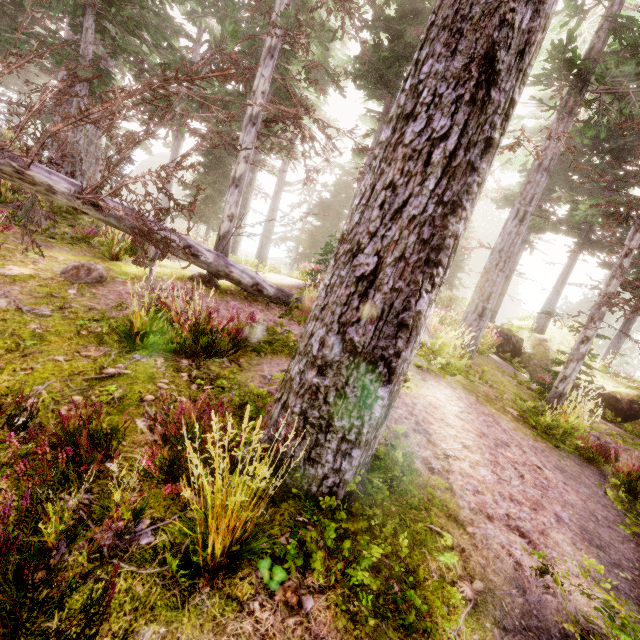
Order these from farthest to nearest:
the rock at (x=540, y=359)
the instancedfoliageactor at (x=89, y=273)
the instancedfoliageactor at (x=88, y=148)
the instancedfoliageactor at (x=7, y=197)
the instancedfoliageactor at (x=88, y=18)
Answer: the rock at (x=540, y=359)
the instancedfoliageactor at (x=88, y=148)
the instancedfoliageactor at (x=7, y=197)
the instancedfoliageactor at (x=89, y=273)
the instancedfoliageactor at (x=88, y=18)

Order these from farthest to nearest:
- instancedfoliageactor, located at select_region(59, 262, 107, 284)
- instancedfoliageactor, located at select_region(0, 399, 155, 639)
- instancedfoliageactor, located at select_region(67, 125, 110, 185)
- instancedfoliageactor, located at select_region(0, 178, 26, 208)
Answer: instancedfoliageactor, located at select_region(67, 125, 110, 185) → instancedfoliageactor, located at select_region(0, 178, 26, 208) → instancedfoliageactor, located at select_region(59, 262, 107, 284) → instancedfoliageactor, located at select_region(0, 399, 155, 639)

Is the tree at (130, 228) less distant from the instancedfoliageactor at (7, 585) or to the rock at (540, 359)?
the instancedfoliageactor at (7, 585)

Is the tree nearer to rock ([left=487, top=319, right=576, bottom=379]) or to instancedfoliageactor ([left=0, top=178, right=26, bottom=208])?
instancedfoliageactor ([left=0, top=178, right=26, bottom=208])

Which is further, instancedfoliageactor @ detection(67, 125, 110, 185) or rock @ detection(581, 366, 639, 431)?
rock @ detection(581, 366, 639, 431)

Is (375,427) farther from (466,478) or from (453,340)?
(453,340)

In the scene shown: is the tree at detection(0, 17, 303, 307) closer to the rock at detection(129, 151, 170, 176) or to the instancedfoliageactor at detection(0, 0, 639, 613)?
the instancedfoliageactor at detection(0, 0, 639, 613)

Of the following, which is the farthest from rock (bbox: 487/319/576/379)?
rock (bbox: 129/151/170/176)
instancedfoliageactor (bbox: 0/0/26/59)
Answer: rock (bbox: 129/151/170/176)
